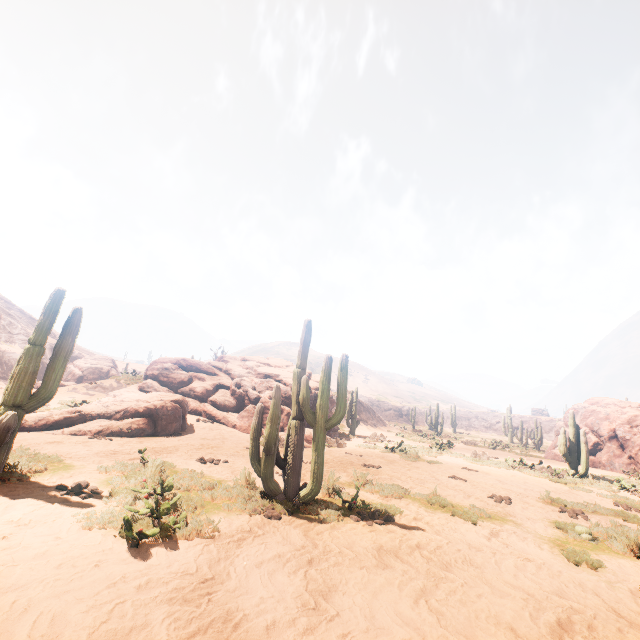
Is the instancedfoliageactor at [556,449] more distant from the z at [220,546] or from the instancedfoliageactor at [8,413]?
the instancedfoliageactor at [8,413]

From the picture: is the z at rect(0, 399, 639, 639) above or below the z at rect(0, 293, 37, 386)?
below

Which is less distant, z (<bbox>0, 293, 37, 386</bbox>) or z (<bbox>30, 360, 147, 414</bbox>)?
z (<bbox>30, 360, 147, 414</bbox>)

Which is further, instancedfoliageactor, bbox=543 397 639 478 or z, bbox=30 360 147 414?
z, bbox=30 360 147 414

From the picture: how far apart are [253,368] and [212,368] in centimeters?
253cm

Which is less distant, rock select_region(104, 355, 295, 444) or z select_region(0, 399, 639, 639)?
z select_region(0, 399, 639, 639)

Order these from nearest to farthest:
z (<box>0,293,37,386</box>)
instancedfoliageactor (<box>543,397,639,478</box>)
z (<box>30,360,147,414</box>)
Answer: instancedfoliageactor (<box>543,397,639,478</box>) → z (<box>30,360,147,414</box>) → z (<box>0,293,37,386</box>)

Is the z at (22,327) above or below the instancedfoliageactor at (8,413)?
above
